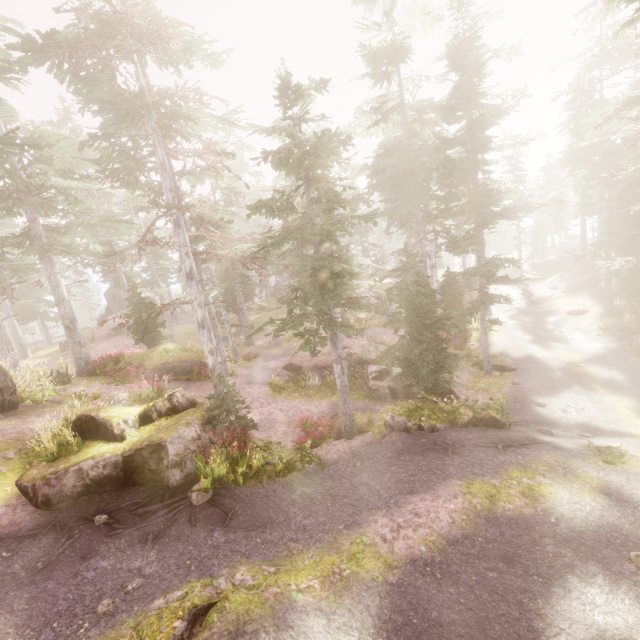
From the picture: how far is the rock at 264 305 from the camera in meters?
39.1

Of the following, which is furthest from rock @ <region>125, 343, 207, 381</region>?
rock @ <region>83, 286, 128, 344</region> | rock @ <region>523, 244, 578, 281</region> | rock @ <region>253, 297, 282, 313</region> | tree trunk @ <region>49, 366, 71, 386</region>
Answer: rock @ <region>523, 244, 578, 281</region>

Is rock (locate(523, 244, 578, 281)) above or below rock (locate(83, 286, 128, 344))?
below

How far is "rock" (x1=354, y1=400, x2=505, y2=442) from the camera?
11.7m

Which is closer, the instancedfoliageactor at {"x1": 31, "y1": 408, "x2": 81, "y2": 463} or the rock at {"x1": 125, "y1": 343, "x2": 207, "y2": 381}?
the instancedfoliageactor at {"x1": 31, "y1": 408, "x2": 81, "y2": 463}

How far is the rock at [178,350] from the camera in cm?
1956

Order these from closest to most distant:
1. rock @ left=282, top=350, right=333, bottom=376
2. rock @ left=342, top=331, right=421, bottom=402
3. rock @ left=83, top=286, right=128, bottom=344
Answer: rock @ left=342, top=331, right=421, bottom=402
rock @ left=282, top=350, right=333, bottom=376
rock @ left=83, top=286, right=128, bottom=344

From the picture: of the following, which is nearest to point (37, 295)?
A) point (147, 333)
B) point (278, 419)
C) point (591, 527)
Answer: point (147, 333)
